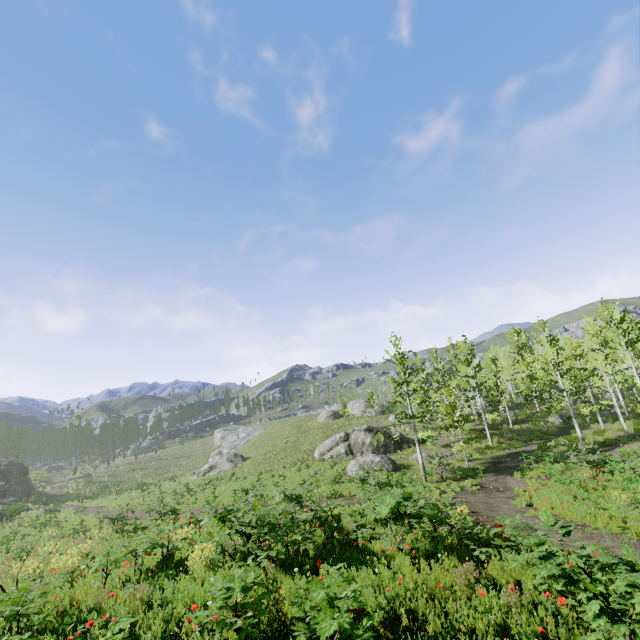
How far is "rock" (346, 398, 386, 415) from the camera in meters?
52.3

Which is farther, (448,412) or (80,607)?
(448,412)

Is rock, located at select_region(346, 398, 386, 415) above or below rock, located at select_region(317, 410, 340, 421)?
above

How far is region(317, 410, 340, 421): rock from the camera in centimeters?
5253cm

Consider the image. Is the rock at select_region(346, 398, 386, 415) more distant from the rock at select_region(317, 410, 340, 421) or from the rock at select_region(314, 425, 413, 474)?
the rock at select_region(314, 425, 413, 474)

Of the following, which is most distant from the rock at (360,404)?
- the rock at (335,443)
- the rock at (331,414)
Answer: the rock at (335,443)

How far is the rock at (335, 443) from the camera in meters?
27.1 m
